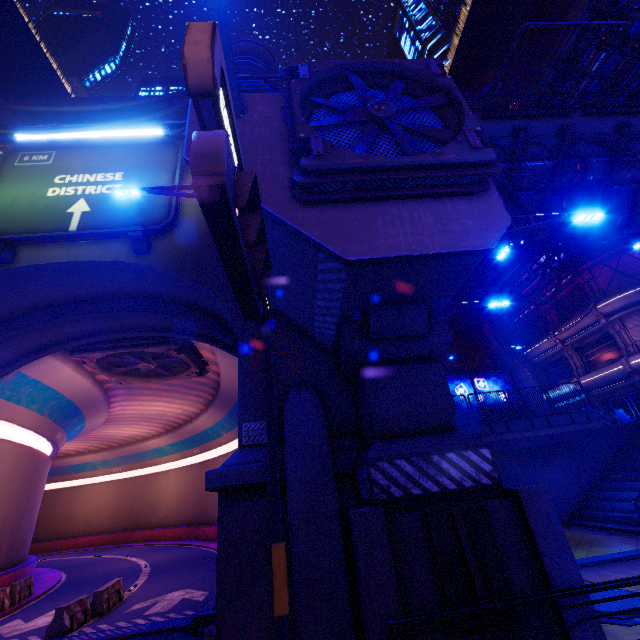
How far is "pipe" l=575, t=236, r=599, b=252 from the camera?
23.2 meters

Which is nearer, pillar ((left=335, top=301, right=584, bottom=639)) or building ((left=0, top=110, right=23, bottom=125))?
pillar ((left=335, top=301, right=584, bottom=639))

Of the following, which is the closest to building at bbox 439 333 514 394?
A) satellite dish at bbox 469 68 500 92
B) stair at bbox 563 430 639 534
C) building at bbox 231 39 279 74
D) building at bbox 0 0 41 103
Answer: stair at bbox 563 430 639 534

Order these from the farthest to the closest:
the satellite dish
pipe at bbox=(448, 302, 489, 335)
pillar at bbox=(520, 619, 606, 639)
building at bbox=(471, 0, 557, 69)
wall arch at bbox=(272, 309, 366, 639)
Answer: building at bbox=(471, 0, 557, 69) < the satellite dish < pipe at bbox=(448, 302, 489, 335) < wall arch at bbox=(272, 309, 366, 639) < pillar at bbox=(520, 619, 606, 639)

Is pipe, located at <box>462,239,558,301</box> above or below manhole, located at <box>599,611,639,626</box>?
above

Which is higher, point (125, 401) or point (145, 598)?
point (125, 401)

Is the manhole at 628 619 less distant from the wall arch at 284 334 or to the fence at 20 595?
the wall arch at 284 334

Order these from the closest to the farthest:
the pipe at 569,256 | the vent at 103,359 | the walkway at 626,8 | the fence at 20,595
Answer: the walkway at 626,8 → the fence at 20,595 → the vent at 103,359 → the pipe at 569,256
